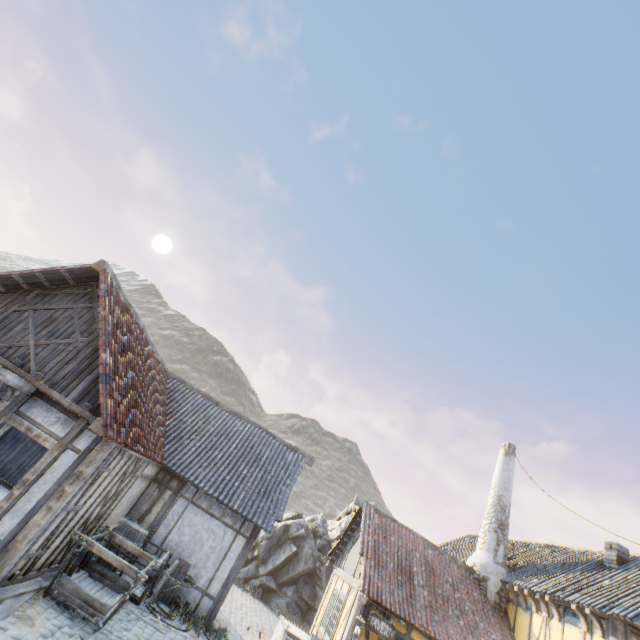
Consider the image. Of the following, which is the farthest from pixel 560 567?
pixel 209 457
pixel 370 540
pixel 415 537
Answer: pixel 209 457

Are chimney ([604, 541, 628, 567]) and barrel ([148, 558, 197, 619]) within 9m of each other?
no

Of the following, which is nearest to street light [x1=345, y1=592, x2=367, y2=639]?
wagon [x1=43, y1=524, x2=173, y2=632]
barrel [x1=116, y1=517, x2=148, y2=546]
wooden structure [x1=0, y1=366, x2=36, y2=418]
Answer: wagon [x1=43, y1=524, x2=173, y2=632]

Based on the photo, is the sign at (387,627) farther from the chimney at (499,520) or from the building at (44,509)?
the chimney at (499,520)

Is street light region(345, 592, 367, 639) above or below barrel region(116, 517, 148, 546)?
above

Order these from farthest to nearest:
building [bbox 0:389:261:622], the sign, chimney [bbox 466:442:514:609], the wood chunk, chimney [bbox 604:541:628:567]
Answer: chimney [bbox 466:442:514:609]
chimney [bbox 604:541:628:567]
the sign
building [bbox 0:389:261:622]
the wood chunk

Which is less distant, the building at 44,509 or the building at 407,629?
the building at 44,509

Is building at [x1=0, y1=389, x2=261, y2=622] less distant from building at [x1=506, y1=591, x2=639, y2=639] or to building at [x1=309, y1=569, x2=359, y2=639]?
building at [x1=309, y1=569, x2=359, y2=639]
